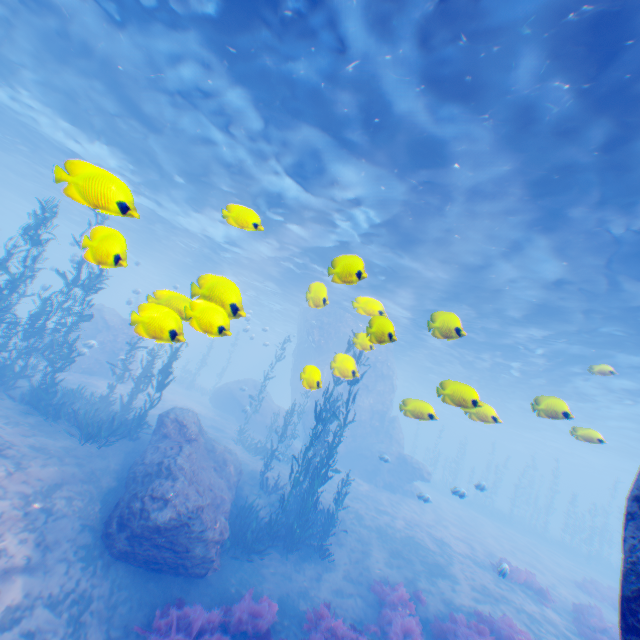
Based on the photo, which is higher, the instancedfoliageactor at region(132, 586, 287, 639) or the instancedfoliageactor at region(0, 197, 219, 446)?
the instancedfoliageactor at region(0, 197, 219, 446)

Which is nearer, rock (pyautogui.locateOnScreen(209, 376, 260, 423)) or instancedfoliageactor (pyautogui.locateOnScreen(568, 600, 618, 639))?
instancedfoliageactor (pyautogui.locateOnScreen(568, 600, 618, 639))

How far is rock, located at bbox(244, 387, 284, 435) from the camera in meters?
25.8

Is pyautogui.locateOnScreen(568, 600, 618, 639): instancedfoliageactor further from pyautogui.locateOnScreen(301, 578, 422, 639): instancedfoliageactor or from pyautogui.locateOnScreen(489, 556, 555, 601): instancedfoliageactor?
pyautogui.locateOnScreen(301, 578, 422, 639): instancedfoliageactor

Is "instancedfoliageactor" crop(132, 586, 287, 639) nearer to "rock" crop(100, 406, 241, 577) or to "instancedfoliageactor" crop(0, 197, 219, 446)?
"rock" crop(100, 406, 241, 577)

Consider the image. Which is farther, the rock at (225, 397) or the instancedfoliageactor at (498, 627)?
the rock at (225, 397)

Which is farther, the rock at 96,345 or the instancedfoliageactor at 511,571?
the rock at 96,345

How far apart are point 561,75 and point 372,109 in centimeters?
462cm
